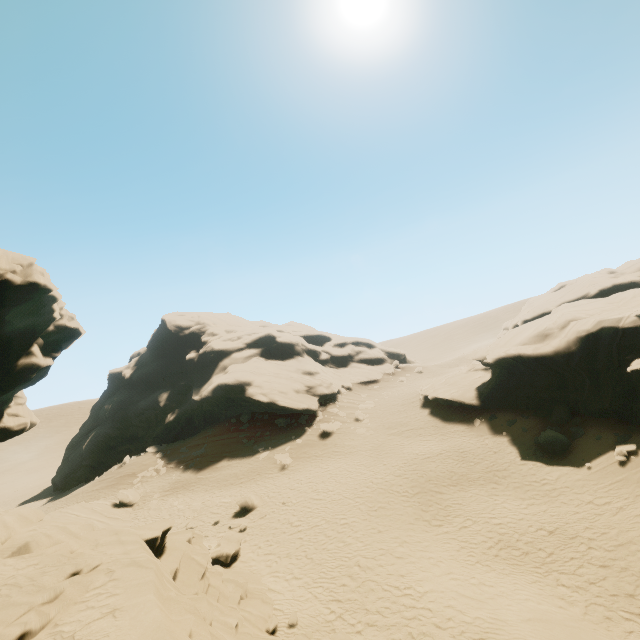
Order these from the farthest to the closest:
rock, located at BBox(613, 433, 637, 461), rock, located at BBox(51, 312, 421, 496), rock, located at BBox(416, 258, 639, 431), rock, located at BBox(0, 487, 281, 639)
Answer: rock, located at BBox(51, 312, 421, 496)
rock, located at BBox(416, 258, 639, 431)
rock, located at BBox(613, 433, 637, 461)
rock, located at BBox(0, 487, 281, 639)

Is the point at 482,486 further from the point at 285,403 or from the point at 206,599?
the point at 285,403

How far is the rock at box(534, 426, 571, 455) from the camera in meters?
18.9 m

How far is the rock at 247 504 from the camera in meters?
21.2 m

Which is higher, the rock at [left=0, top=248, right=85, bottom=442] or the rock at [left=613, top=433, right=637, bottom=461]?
the rock at [left=0, top=248, right=85, bottom=442]

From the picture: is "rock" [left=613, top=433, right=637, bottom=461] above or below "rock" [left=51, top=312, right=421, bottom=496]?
below

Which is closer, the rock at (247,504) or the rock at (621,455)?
the rock at (621,455)
